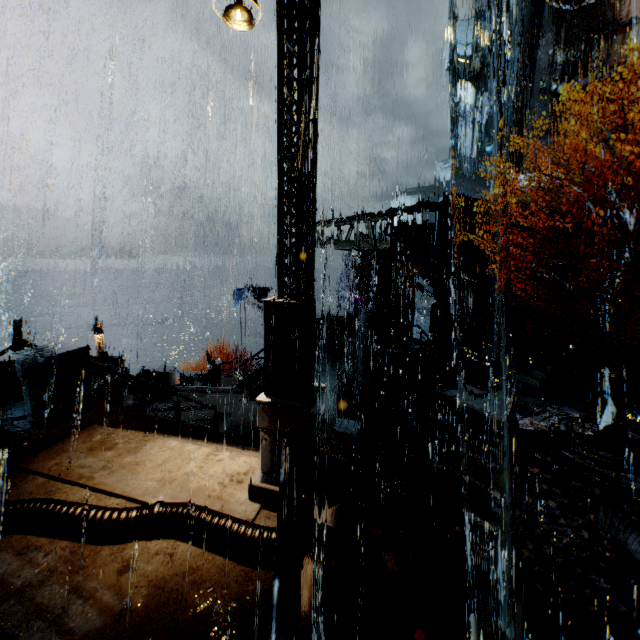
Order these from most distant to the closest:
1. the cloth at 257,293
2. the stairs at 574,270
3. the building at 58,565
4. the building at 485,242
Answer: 1. the cloth at 257,293
2. the stairs at 574,270
3. the building at 485,242
4. the building at 58,565

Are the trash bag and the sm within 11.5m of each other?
yes

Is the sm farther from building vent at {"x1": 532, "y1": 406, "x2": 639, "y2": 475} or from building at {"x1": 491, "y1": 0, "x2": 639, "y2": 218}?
building vent at {"x1": 532, "y1": 406, "x2": 639, "y2": 475}

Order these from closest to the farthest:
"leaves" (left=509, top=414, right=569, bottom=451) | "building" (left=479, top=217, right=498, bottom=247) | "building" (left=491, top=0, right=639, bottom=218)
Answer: "leaves" (left=509, top=414, right=569, bottom=451) → "building" (left=479, top=217, right=498, bottom=247) → "building" (left=491, top=0, right=639, bottom=218)

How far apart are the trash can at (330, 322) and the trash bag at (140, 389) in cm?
1046

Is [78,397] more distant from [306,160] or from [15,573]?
[306,160]

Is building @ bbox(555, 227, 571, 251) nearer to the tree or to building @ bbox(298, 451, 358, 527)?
building @ bbox(298, 451, 358, 527)

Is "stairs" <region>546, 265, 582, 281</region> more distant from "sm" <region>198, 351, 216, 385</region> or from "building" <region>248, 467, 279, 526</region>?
"sm" <region>198, 351, 216, 385</region>
